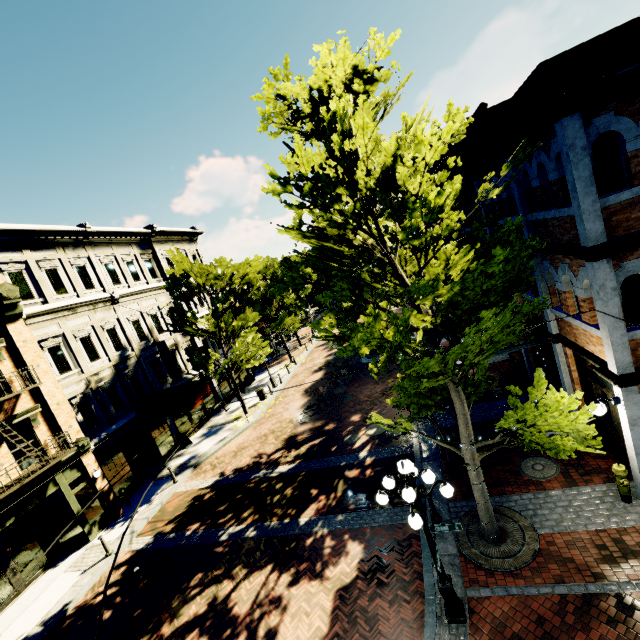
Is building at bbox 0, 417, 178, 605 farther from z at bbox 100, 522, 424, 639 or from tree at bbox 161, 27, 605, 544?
tree at bbox 161, 27, 605, 544

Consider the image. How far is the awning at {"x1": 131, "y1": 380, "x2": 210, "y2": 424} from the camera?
16.97m

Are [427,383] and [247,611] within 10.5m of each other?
yes

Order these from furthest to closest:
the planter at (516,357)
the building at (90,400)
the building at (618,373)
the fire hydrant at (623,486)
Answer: the planter at (516,357)
the building at (90,400)
the fire hydrant at (623,486)
the building at (618,373)

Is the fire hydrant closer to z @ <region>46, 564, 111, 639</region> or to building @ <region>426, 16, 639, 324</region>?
z @ <region>46, 564, 111, 639</region>

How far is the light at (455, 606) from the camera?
5.8m

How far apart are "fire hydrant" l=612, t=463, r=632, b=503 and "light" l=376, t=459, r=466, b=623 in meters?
4.6

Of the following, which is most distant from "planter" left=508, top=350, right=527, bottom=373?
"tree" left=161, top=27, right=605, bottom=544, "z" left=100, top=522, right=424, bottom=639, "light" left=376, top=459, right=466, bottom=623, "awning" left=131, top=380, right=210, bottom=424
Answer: "awning" left=131, top=380, right=210, bottom=424
